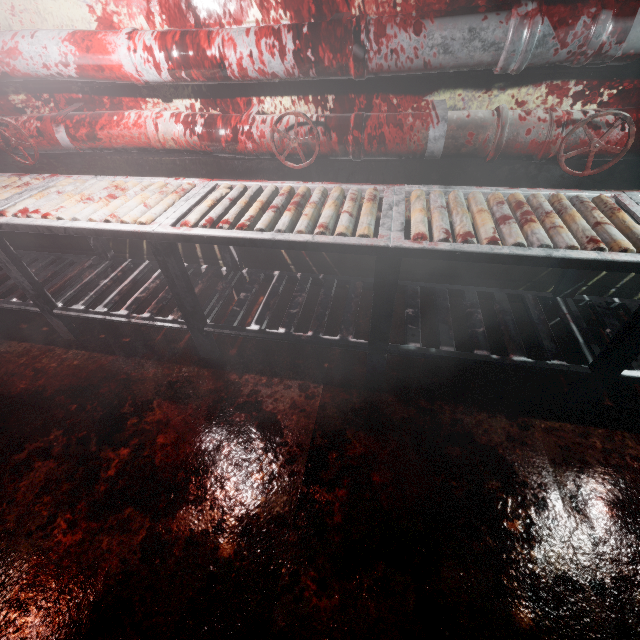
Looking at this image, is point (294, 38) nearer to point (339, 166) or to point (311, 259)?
point (339, 166)

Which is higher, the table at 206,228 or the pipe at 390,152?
the pipe at 390,152

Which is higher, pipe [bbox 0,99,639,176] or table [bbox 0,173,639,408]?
pipe [bbox 0,99,639,176]

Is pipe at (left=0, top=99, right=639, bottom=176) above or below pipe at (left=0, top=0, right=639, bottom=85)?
below

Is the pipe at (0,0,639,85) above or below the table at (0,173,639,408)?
above

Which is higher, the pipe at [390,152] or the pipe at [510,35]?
the pipe at [510,35]
